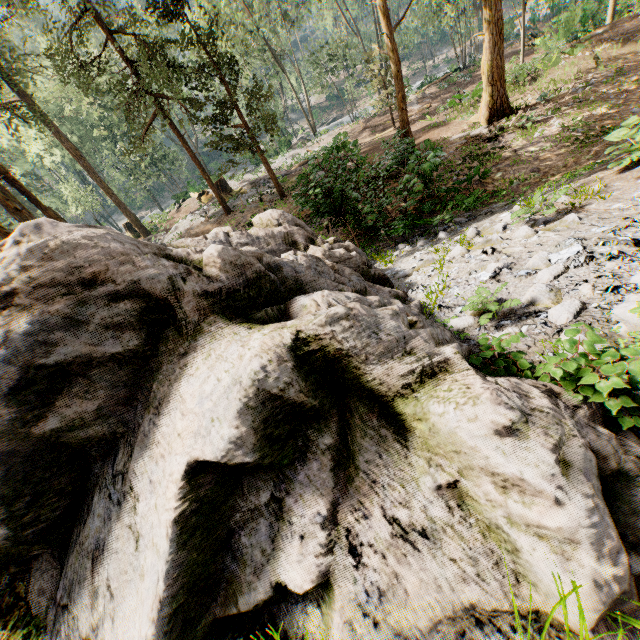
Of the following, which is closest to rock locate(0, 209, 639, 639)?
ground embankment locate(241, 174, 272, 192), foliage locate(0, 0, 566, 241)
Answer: foliage locate(0, 0, 566, 241)

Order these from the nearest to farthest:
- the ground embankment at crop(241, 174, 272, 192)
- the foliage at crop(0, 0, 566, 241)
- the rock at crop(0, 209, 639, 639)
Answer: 1. the rock at crop(0, 209, 639, 639)
2. the foliage at crop(0, 0, 566, 241)
3. the ground embankment at crop(241, 174, 272, 192)

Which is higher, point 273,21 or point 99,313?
point 273,21

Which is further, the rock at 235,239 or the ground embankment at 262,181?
the ground embankment at 262,181

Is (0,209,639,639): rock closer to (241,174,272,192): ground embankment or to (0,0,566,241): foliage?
(0,0,566,241): foliage

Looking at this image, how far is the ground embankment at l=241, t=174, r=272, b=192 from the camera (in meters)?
23.72

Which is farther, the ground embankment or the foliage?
the ground embankment

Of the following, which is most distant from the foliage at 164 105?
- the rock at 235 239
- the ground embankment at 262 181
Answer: the rock at 235 239
